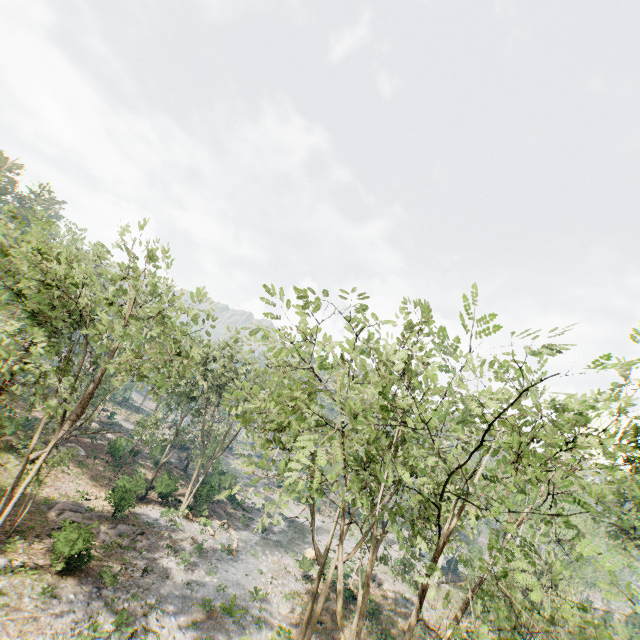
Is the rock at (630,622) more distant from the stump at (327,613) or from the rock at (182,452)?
the rock at (182,452)

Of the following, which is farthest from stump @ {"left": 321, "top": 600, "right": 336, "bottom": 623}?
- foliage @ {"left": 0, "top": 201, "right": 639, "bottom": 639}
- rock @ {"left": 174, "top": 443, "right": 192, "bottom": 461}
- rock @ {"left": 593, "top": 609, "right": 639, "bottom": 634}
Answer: rock @ {"left": 593, "top": 609, "right": 639, "bottom": 634}

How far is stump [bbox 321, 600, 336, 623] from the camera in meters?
25.5 m

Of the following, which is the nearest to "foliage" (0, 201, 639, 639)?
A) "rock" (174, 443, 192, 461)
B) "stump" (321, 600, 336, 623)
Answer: "rock" (174, 443, 192, 461)

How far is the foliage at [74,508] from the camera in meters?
19.2 m

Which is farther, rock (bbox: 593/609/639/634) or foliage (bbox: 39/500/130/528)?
rock (bbox: 593/609/639/634)

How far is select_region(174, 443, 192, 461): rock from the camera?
49.4m

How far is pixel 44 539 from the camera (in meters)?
20.83
